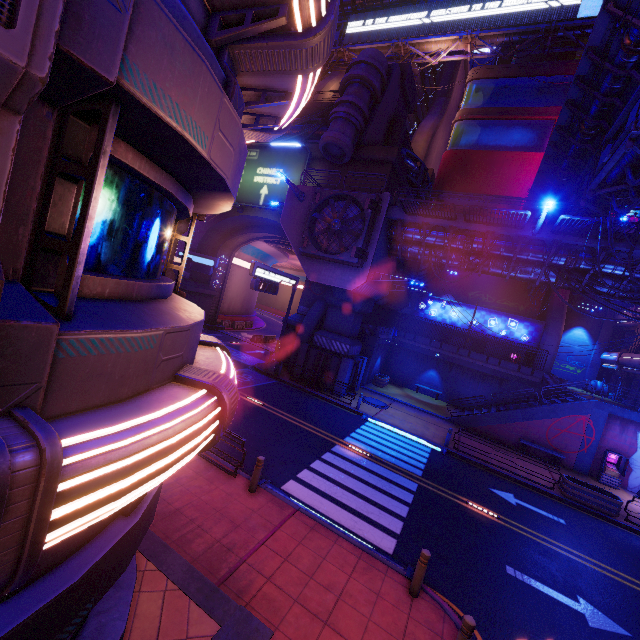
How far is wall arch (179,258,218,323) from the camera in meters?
32.6

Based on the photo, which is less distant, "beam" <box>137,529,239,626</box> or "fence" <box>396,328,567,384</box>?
"beam" <box>137,529,239,626</box>

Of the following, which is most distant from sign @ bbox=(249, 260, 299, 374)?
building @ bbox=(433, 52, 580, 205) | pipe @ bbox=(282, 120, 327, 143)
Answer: building @ bbox=(433, 52, 580, 205)

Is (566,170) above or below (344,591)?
above

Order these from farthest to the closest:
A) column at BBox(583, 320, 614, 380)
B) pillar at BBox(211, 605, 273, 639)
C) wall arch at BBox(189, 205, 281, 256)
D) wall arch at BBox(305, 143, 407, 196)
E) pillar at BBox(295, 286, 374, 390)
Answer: column at BBox(583, 320, 614, 380) → wall arch at BBox(189, 205, 281, 256) → wall arch at BBox(305, 143, 407, 196) → pillar at BBox(295, 286, 374, 390) → pillar at BBox(211, 605, 273, 639)

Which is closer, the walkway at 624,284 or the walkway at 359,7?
the walkway at 624,284

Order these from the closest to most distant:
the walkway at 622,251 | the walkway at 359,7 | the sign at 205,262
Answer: the walkway at 622,251
the sign at 205,262
the walkway at 359,7

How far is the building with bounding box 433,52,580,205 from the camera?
34.03m
